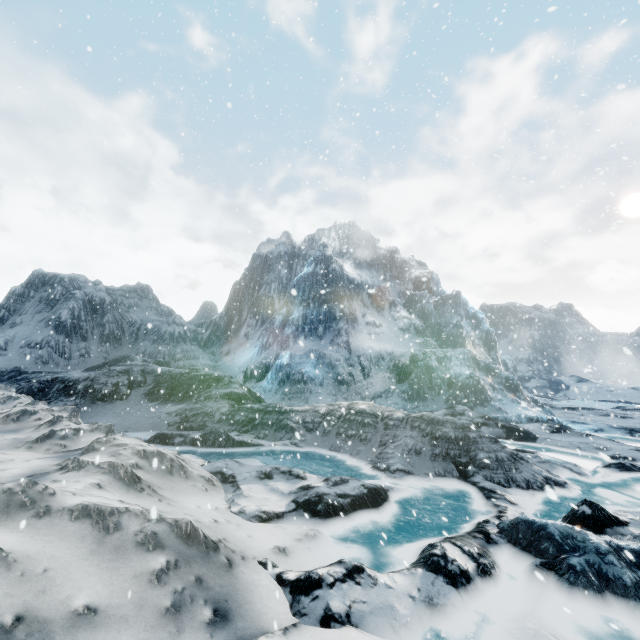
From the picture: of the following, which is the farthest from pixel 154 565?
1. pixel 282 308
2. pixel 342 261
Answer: pixel 342 261
